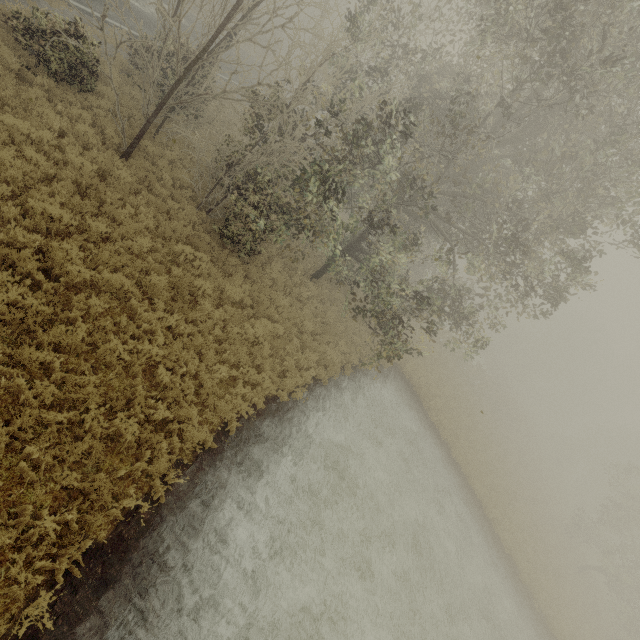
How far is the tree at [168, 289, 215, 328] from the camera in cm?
865

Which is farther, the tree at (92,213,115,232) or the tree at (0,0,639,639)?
the tree at (0,0,639,639)

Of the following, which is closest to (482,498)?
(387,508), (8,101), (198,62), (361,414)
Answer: (387,508)

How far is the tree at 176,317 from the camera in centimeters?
865cm
